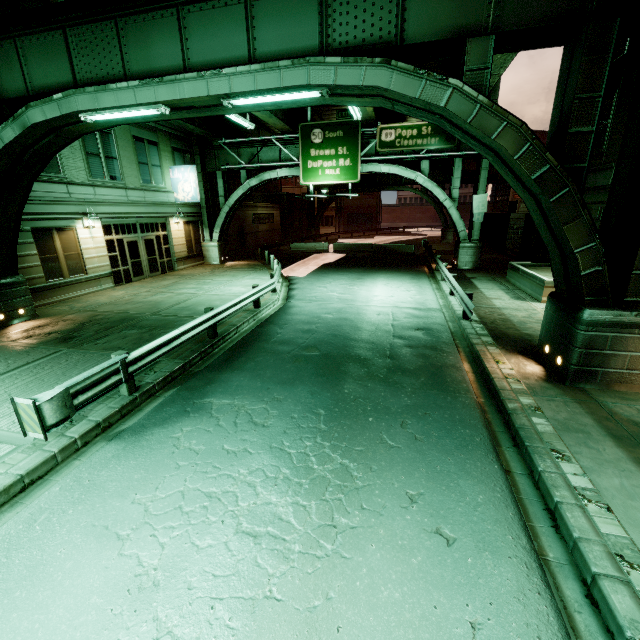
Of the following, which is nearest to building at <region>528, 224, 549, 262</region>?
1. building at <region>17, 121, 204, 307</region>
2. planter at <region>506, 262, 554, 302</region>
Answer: planter at <region>506, 262, 554, 302</region>

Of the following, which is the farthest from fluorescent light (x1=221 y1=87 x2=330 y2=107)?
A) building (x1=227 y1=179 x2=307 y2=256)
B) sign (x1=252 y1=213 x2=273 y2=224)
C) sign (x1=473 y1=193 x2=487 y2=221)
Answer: sign (x1=252 y1=213 x2=273 y2=224)

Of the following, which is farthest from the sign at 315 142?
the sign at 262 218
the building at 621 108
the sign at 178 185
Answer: the sign at 262 218

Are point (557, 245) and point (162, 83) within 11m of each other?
yes

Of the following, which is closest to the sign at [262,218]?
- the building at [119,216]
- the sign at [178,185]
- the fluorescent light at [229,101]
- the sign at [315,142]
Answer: the building at [119,216]

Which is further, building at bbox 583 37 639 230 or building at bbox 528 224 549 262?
building at bbox 528 224 549 262

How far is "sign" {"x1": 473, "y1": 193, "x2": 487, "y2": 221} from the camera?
20.4m

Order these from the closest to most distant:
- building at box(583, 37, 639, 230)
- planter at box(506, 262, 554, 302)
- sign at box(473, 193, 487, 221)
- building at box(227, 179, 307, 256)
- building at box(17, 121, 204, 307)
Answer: building at box(583, 37, 639, 230) < planter at box(506, 262, 554, 302) < building at box(17, 121, 204, 307) < sign at box(473, 193, 487, 221) < building at box(227, 179, 307, 256)
